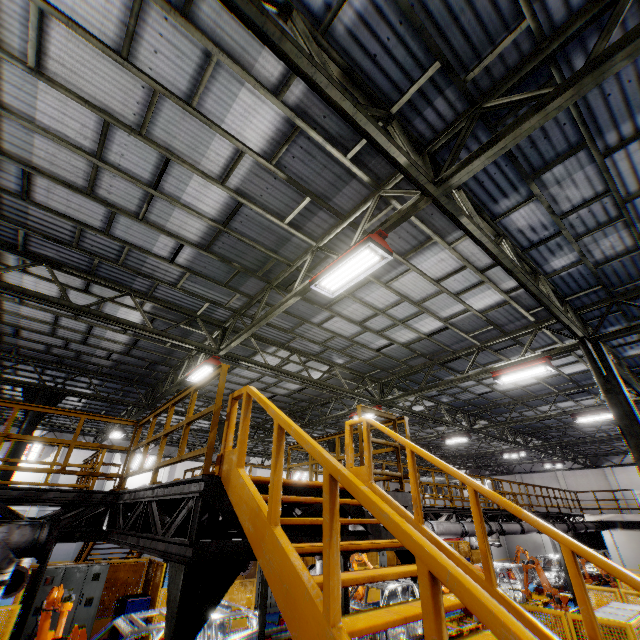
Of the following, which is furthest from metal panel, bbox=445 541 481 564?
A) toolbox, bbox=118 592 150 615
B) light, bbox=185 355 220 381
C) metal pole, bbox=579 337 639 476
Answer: light, bbox=185 355 220 381

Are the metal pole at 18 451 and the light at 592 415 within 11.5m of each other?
no

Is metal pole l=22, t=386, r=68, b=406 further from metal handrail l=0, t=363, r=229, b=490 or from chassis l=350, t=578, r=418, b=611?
chassis l=350, t=578, r=418, b=611

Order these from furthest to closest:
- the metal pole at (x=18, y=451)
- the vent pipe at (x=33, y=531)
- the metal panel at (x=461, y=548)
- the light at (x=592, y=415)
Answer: the metal panel at (x=461, y=548)
the light at (x=592, y=415)
the metal pole at (x=18, y=451)
the vent pipe at (x=33, y=531)

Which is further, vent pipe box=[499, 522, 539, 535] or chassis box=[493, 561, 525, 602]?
chassis box=[493, 561, 525, 602]

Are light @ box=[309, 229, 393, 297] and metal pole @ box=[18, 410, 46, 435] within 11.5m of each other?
no

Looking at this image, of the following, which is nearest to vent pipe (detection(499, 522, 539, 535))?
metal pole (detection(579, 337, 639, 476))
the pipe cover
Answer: metal pole (detection(579, 337, 639, 476))

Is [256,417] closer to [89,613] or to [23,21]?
[89,613]
